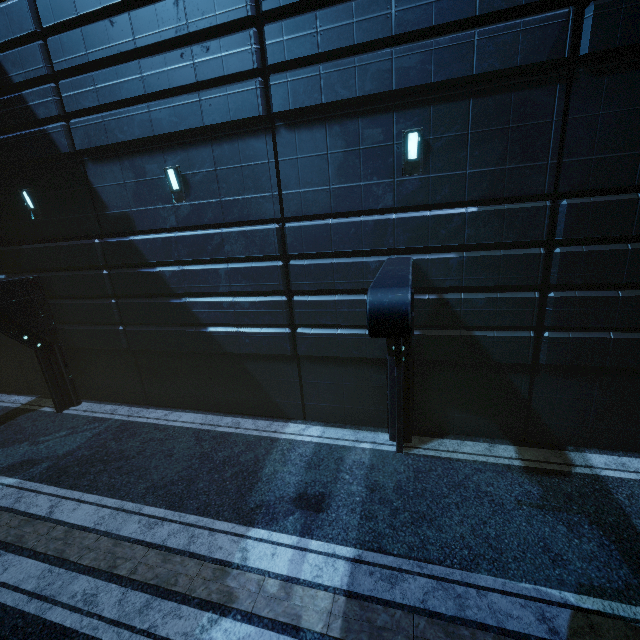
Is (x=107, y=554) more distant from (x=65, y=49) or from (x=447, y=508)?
(x=65, y=49)
